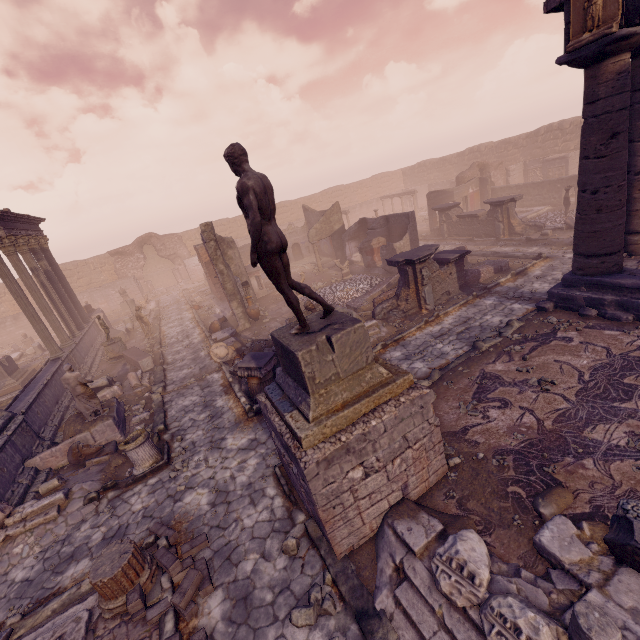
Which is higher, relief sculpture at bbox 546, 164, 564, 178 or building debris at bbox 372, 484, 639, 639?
relief sculpture at bbox 546, 164, 564, 178

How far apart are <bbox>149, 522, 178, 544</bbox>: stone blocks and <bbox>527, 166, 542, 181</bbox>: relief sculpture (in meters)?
34.53

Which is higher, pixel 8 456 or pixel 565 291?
pixel 8 456

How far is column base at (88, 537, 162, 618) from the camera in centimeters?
A: 490cm

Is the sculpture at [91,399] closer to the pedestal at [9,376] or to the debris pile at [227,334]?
the debris pile at [227,334]

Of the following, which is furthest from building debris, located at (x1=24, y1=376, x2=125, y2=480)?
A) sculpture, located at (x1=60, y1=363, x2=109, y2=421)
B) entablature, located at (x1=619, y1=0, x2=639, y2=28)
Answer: entablature, located at (x1=619, y1=0, x2=639, y2=28)

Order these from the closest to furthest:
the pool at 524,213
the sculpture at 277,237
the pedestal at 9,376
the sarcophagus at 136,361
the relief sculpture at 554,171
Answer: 1. the sculpture at 277,237
2. the sarcophagus at 136,361
3. the pedestal at 9,376
4. the pool at 524,213
5. the relief sculpture at 554,171

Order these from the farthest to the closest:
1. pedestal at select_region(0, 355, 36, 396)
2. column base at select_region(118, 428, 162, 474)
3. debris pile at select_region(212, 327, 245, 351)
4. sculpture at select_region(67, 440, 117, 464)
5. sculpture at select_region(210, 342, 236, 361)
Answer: pedestal at select_region(0, 355, 36, 396) → debris pile at select_region(212, 327, 245, 351) → sculpture at select_region(210, 342, 236, 361) → sculpture at select_region(67, 440, 117, 464) → column base at select_region(118, 428, 162, 474)
